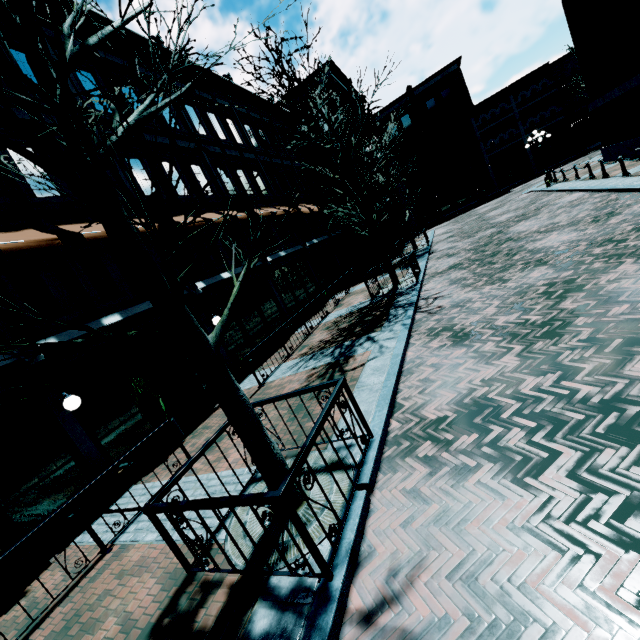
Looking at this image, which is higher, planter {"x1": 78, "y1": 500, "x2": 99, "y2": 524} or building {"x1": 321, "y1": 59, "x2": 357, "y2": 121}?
building {"x1": 321, "y1": 59, "x2": 357, "y2": 121}

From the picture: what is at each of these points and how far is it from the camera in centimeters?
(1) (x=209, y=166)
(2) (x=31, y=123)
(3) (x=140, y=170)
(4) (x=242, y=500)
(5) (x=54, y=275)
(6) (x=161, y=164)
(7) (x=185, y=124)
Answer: (1) building, 1451cm
(2) building, 847cm
(3) building, 1132cm
(4) railing, 294cm
(5) building, 793cm
(6) building, 1224cm
(7) building, 1414cm

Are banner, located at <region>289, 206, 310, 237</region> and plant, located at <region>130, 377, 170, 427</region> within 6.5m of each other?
no

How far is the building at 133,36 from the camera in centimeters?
1203cm

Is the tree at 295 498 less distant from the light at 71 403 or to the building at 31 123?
the building at 31 123

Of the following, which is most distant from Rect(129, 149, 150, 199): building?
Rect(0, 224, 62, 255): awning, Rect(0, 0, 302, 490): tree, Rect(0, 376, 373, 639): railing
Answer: Rect(0, 376, 373, 639): railing

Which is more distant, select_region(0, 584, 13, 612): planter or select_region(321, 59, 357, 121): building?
select_region(321, 59, 357, 121): building

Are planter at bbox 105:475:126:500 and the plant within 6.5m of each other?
yes
